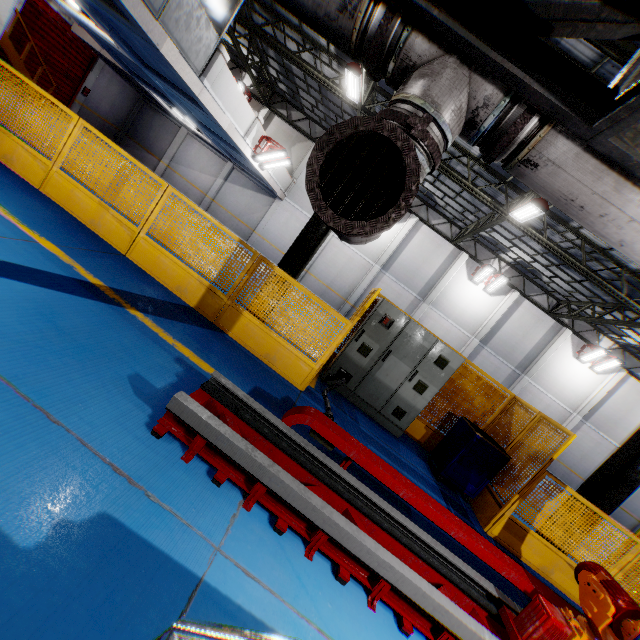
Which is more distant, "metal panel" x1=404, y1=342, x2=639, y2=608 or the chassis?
"metal panel" x1=404, y1=342, x2=639, y2=608

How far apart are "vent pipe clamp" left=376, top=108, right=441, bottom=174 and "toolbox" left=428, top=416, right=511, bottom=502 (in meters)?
5.34

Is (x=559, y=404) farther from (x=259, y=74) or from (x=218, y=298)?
(x=259, y=74)

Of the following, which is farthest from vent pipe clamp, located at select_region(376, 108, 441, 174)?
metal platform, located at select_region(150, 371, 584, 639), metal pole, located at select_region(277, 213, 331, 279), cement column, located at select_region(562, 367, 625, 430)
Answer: cement column, located at select_region(562, 367, 625, 430)

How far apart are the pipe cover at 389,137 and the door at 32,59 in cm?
2252

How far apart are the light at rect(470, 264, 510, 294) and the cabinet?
14.63m

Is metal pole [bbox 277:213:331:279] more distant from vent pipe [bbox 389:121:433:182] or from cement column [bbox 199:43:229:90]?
cement column [bbox 199:43:229:90]

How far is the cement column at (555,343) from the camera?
20.2m
